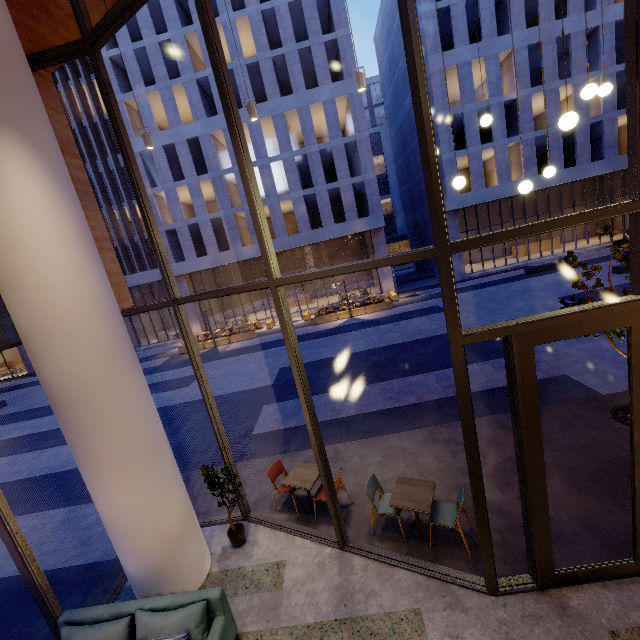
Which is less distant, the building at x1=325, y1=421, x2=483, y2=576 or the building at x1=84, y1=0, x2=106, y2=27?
the building at x1=325, y1=421, x2=483, y2=576

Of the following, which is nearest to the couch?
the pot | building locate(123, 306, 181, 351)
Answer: the pot

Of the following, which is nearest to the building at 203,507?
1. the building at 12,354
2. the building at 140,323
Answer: the building at 140,323

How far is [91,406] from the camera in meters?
4.3

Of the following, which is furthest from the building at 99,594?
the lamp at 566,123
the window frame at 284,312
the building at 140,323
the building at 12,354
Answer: the building at 12,354

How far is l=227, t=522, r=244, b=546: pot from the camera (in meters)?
5.84

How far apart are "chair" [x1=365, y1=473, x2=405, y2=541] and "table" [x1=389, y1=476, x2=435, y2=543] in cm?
18

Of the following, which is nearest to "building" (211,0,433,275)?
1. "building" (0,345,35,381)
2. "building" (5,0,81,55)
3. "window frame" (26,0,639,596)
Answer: "building" (0,345,35,381)
